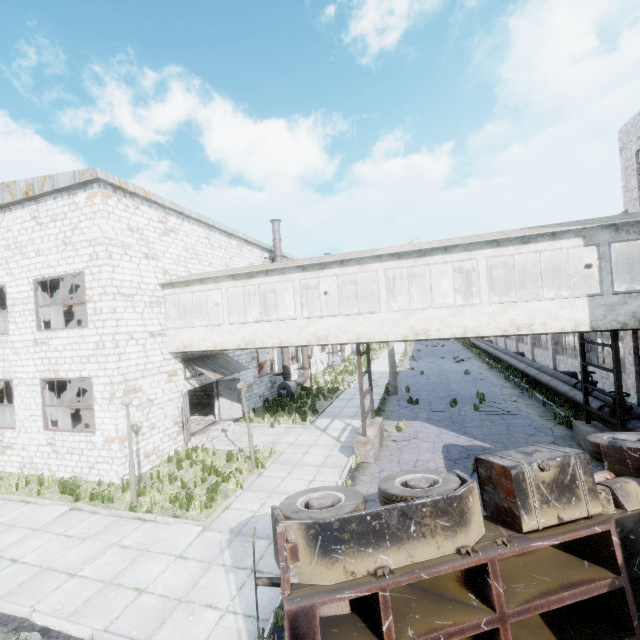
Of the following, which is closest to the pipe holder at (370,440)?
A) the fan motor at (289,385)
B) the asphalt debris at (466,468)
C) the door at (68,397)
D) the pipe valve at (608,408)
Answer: the asphalt debris at (466,468)

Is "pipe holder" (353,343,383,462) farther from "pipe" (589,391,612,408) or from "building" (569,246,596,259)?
"pipe" (589,391,612,408)

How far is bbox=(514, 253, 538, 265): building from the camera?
12.8 meters

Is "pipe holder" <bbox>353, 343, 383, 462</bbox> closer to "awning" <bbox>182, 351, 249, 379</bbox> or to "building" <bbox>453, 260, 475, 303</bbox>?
"building" <bbox>453, 260, 475, 303</bbox>

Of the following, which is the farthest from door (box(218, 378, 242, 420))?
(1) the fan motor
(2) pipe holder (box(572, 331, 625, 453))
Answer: Answer: (2) pipe holder (box(572, 331, 625, 453))

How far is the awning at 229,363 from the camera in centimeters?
1476cm

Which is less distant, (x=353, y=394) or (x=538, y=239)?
(x=538, y=239)

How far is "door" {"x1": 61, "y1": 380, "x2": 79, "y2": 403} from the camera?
24.1m
